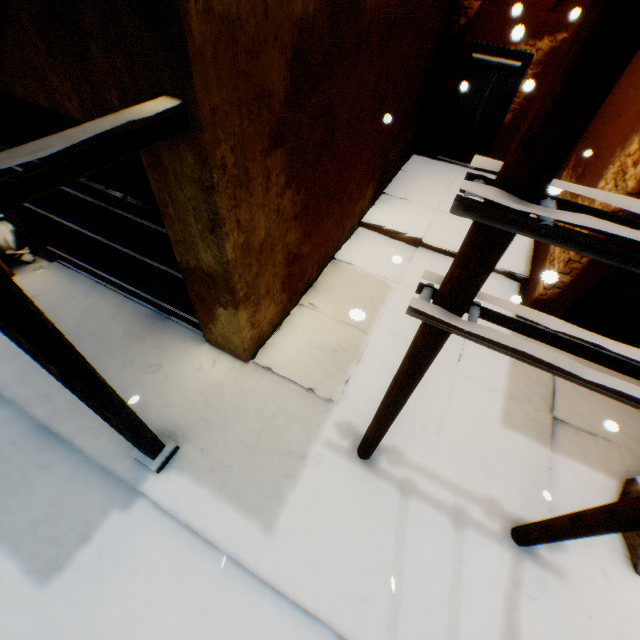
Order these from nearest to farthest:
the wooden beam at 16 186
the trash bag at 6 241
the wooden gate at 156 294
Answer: the wooden beam at 16 186
the wooden gate at 156 294
the trash bag at 6 241

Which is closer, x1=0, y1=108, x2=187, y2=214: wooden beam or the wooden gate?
x1=0, y1=108, x2=187, y2=214: wooden beam

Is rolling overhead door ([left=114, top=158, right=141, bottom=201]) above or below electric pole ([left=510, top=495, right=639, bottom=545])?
above

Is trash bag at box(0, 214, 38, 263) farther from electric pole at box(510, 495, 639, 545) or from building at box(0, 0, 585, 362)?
electric pole at box(510, 495, 639, 545)

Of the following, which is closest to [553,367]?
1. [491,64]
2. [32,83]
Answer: [32,83]

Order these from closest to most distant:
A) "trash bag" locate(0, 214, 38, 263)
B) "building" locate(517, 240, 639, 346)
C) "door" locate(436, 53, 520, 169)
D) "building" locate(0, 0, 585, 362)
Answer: "building" locate(0, 0, 585, 362), "building" locate(517, 240, 639, 346), "trash bag" locate(0, 214, 38, 263), "door" locate(436, 53, 520, 169)

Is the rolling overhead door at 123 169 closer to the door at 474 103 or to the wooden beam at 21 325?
the wooden beam at 21 325

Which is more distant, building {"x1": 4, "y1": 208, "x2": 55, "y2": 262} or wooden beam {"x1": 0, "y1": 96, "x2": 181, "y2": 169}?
building {"x1": 4, "y1": 208, "x2": 55, "y2": 262}
